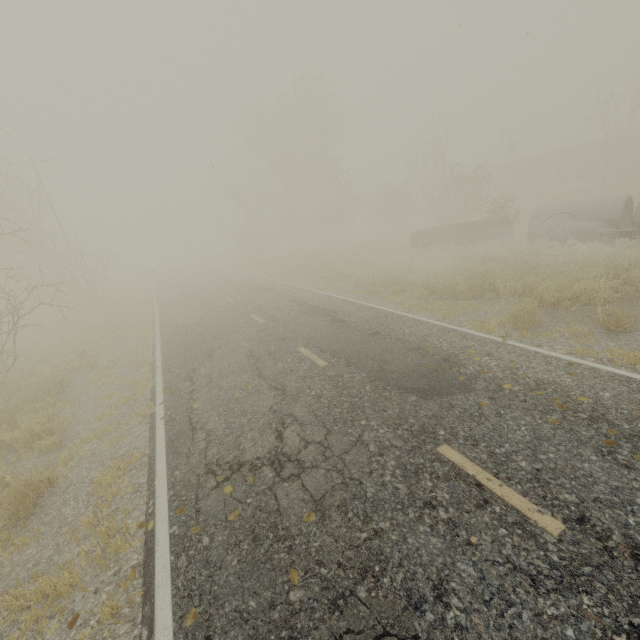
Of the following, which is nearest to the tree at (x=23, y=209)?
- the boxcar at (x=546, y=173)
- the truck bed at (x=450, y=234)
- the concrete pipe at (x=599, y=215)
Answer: the truck bed at (x=450, y=234)

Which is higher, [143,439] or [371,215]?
[371,215]

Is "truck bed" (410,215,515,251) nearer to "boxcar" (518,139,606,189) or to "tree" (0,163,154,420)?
"tree" (0,163,154,420)

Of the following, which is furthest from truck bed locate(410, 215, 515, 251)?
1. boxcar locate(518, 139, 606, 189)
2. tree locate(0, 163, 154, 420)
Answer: boxcar locate(518, 139, 606, 189)

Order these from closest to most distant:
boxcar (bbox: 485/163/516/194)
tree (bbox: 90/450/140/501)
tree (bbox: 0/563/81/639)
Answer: tree (bbox: 0/563/81/639)
tree (bbox: 90/450/140/501)
boxcar (bbox: 485/163/516/194)

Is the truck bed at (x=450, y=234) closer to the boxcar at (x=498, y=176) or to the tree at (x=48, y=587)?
the tree at (x=48, y=587)

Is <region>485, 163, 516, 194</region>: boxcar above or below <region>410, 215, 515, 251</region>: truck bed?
above
